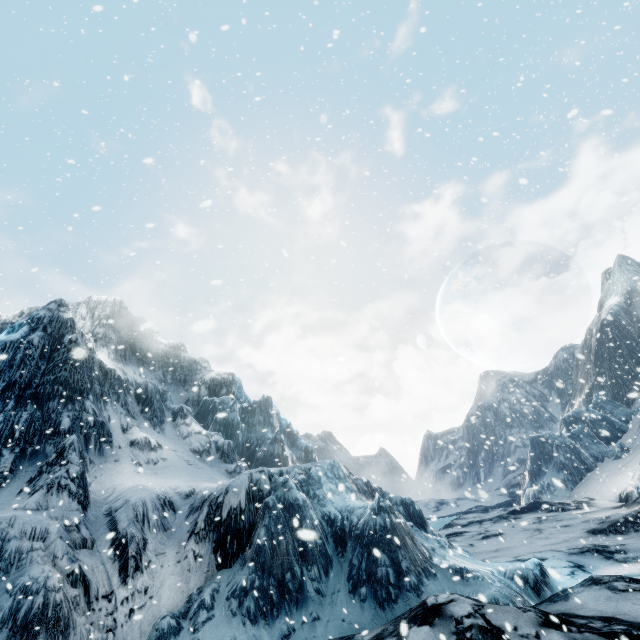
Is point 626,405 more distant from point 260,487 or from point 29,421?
point 29,421
